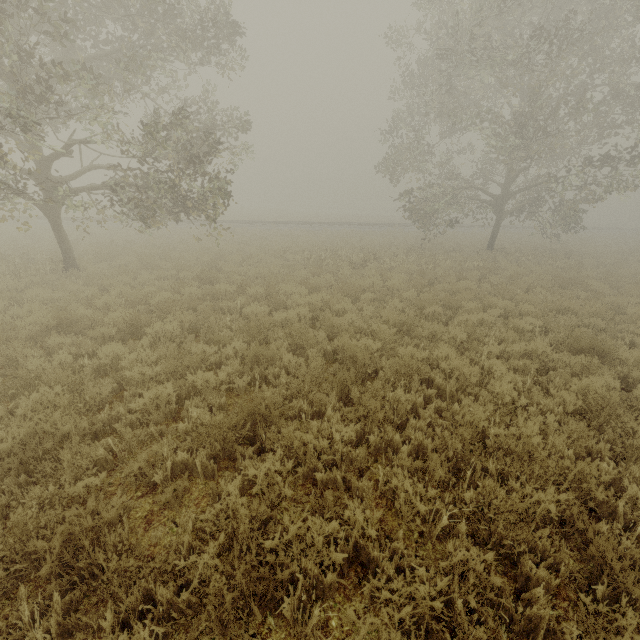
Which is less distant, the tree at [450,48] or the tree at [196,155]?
the tree at [196,155]

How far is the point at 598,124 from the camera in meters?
16.3 m

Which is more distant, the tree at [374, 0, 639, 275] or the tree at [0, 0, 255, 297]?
the tree at [374, 0, 639, 275]
